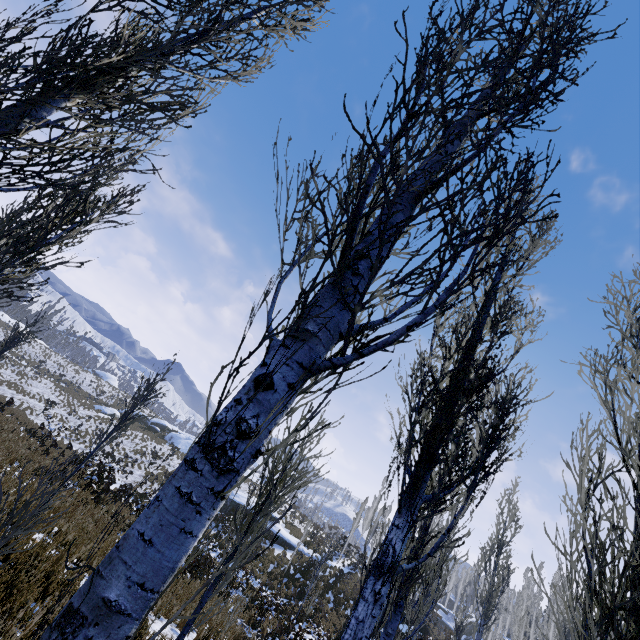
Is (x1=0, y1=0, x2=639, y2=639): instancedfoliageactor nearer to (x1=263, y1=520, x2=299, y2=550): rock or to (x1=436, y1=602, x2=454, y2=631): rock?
(x1=436, y1=602, x2=454, y2=631): rock

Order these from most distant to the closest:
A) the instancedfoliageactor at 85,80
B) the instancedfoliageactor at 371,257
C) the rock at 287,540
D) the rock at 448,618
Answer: the rock at 448,618
the rock at 287,540
the instancedfoliageactor at 85,80
the instancedfoliageactor at 371,257

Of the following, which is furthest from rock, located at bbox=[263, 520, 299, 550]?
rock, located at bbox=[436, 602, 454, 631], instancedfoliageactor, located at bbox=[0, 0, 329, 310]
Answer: rock, located at bbox=[436, 602, 454, 631]

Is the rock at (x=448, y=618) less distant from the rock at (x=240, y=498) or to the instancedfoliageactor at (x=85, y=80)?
the instancedfoliageactor at (x=85, y=80)

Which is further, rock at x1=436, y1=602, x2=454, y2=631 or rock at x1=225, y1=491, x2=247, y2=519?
rock at x1=436, y1=602, x2=454, y2=631

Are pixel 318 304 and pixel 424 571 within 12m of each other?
yes

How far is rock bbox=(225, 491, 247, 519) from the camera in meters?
26.5
